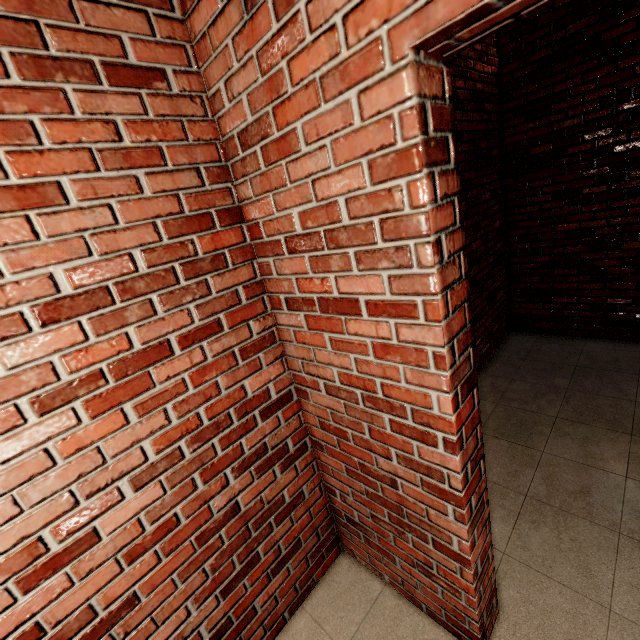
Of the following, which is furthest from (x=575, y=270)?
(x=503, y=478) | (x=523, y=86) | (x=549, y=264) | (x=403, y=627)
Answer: (x=403, y=627)
